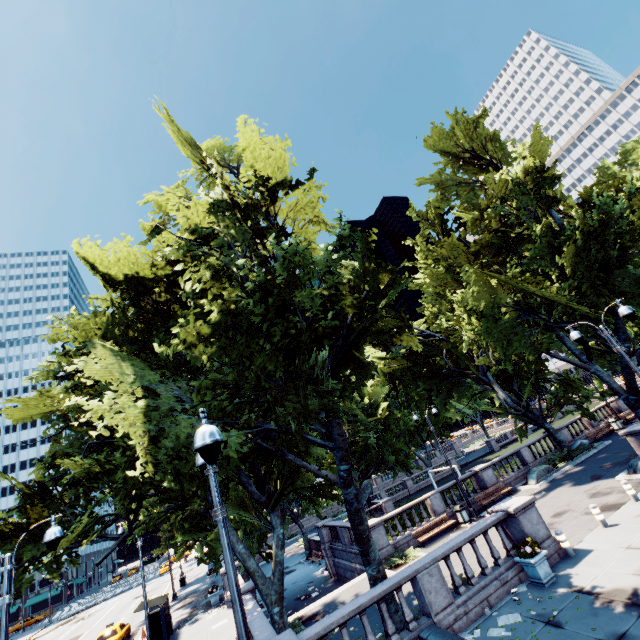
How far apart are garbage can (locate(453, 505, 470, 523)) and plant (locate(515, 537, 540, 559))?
9.98m

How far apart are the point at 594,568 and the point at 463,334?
11.9m

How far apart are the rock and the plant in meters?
13.8

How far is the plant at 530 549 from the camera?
11.2 meters

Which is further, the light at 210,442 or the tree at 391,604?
the tree at 391,604

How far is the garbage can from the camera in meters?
20.7

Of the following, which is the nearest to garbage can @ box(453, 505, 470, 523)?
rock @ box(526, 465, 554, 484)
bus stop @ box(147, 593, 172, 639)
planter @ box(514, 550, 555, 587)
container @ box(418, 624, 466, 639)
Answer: rock @ box(526, 465, 554, 484)

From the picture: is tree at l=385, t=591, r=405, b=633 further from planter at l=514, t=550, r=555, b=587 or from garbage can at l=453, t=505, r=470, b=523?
garbage can at l=453, t=505, r=470, b=523
